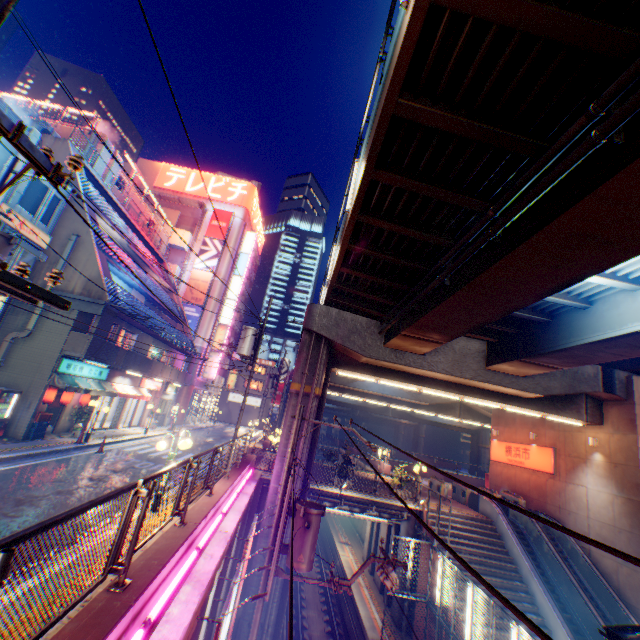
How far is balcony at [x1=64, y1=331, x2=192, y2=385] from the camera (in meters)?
16.48

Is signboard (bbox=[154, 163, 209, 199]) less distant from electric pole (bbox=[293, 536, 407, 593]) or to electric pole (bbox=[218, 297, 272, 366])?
electric pole (bbox=[218, 297, 272, 366])

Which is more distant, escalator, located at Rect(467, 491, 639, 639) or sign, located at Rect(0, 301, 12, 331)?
escalator, located at Rect(467, 491, 639, 639)

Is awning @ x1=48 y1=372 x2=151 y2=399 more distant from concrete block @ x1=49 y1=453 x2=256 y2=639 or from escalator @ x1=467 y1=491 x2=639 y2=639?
escalator @ x1=467 y1=491 x2=639 y2=639

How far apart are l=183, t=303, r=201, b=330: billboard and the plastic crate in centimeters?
2081cm

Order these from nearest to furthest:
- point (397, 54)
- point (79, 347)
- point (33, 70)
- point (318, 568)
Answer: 1. point (397, 54)
2. point (79, 347)
3. point (318, 568)
4. point (33, 70)

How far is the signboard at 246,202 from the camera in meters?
43.8 m

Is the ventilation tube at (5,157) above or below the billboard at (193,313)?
below
